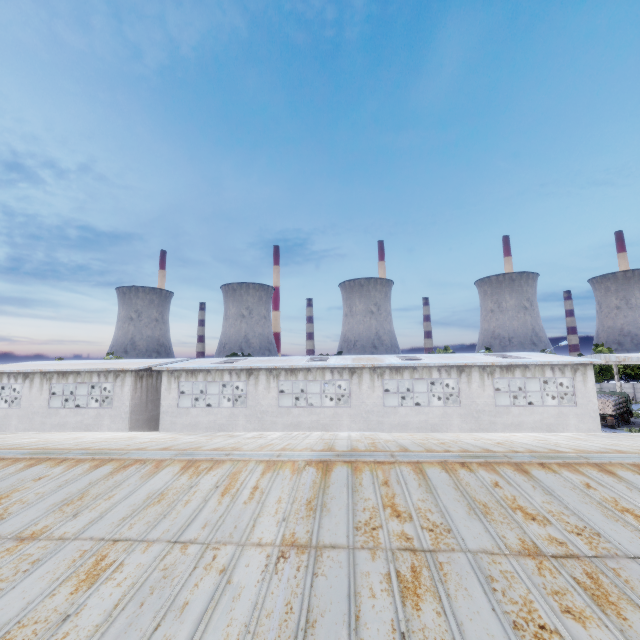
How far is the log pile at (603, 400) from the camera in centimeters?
3756cm

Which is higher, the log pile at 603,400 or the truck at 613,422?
the log pile at 603,400

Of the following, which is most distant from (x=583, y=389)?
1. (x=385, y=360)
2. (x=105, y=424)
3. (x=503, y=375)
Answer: (x=105, y=424)

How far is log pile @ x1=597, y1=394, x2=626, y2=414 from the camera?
37.6 meters

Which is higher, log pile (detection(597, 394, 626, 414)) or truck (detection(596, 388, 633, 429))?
log pile (detection(597, 394, 626, 414))

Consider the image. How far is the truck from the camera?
37.7m
